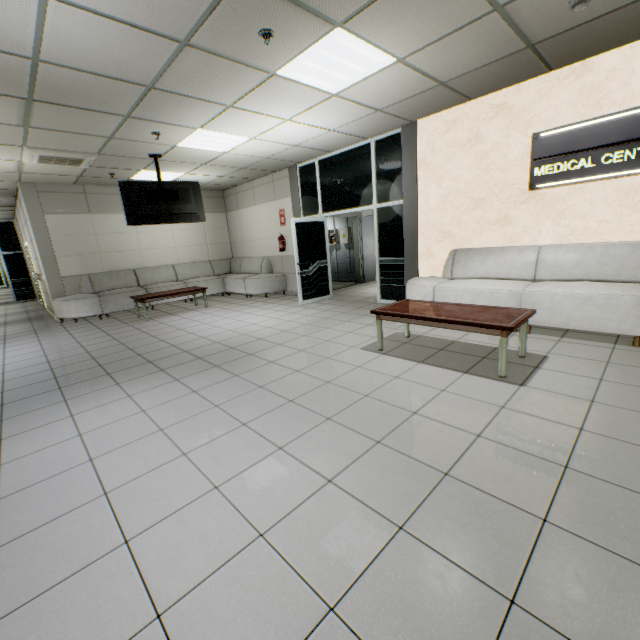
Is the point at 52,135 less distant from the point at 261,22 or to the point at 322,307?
the point at 261,22

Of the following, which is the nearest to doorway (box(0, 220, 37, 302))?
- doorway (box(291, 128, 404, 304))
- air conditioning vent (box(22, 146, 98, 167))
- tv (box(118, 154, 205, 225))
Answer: air conditioning vent (box(22, 146, 98, 167))

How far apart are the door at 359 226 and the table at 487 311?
4.77m

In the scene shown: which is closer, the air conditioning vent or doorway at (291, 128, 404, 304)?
the air conditioning vent

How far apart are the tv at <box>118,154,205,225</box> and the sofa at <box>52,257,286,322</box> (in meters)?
2.33

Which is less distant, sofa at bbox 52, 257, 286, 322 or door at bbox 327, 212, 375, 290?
sofa at bbox 52, 257, 286, 322

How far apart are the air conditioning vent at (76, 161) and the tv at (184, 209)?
0.5 meters

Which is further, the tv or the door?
the door
